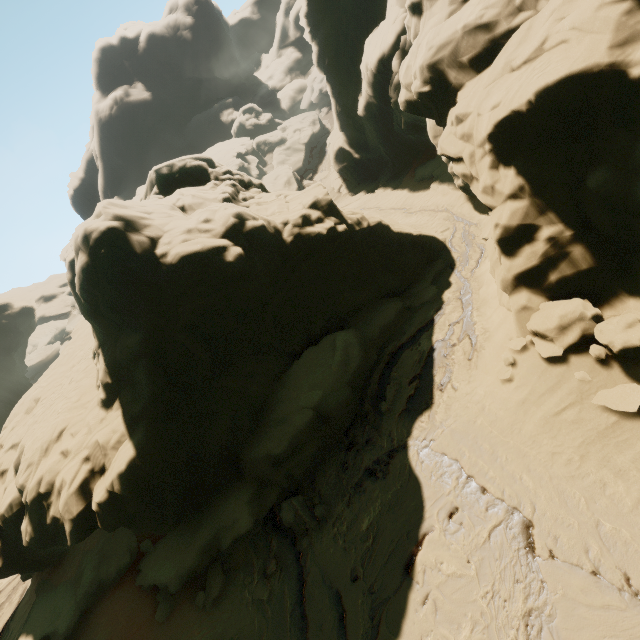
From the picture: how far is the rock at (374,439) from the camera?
11.77m

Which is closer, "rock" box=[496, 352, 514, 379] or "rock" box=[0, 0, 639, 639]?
"rock" box=[0, 0, 639, 639]

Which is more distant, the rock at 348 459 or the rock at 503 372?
the rock at 348 459

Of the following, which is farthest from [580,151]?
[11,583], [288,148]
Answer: [288,148]

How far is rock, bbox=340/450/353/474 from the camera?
11.5 meters

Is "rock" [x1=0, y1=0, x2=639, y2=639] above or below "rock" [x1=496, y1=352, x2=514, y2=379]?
above
